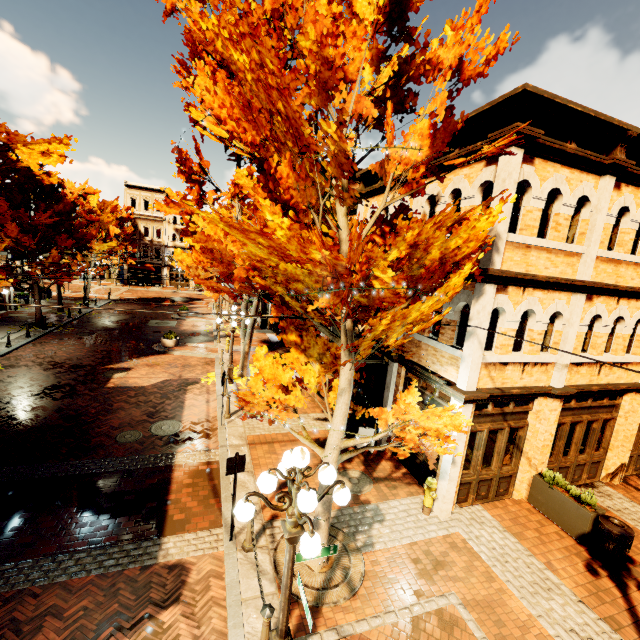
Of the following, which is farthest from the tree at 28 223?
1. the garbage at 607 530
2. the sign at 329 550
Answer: the garbage at 607 530

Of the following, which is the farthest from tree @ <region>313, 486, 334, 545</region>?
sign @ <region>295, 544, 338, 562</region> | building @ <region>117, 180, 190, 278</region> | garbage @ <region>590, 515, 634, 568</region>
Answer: garbage @ <region>590, 515, 634, 568</region>

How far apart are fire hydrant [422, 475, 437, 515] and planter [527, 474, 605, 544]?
3.1 meters

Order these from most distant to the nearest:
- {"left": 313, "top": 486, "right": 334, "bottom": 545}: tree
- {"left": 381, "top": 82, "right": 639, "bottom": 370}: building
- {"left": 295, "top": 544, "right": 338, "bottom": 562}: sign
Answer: {"left": 381, "top": 82, "right": 639, "bottom": 370}: building, {"left": 313, "top": 486, "right": 334, "bottom": 545}: tree, {"left": 295, "top": 544, "right": 338, "bottom": 562}: sign

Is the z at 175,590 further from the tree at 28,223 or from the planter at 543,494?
the planter at 543,494

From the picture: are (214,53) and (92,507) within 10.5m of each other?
no

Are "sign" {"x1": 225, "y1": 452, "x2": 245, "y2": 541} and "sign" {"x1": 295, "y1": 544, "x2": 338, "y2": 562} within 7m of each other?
yes

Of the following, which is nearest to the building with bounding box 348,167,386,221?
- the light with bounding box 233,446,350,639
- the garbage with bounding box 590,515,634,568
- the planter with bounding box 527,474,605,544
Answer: the planter with bounding box 527,474,605,544
